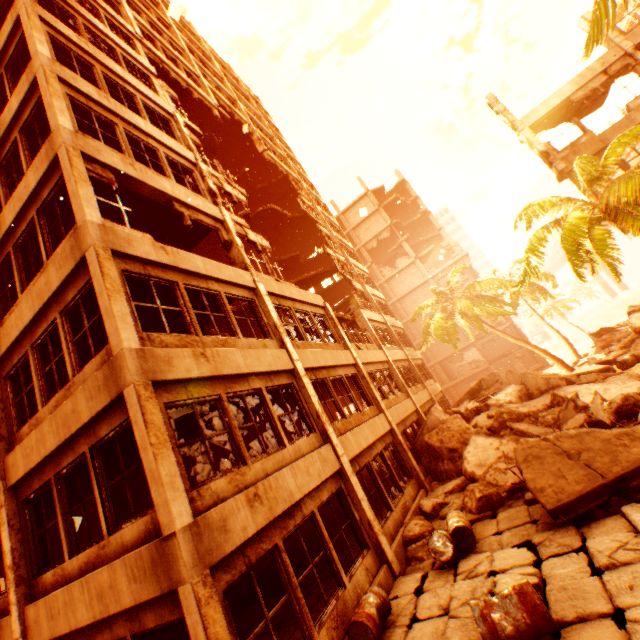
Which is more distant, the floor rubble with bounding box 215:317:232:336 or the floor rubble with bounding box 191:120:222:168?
the floor rubble with bounding box 191:120:222:168

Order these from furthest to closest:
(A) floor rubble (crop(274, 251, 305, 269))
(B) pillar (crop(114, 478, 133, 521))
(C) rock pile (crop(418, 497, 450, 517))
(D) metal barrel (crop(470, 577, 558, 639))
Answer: (A) floor rubble (crop(274, 251, 305, 269)), (B) pillar (crop(114, 478, 133, 521)), (C) rock pile (crop(418, 497, 450, 517)), (D) metal barrel (crop(470, 577, 558, 639))

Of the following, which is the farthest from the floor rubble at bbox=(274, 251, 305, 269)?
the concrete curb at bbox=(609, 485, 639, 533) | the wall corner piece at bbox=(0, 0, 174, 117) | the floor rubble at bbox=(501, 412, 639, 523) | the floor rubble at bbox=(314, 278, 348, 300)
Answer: the concrete curb at bbox=(609, 485, 639, 533)

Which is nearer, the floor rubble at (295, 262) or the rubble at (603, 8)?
the rubble at (603, 8)

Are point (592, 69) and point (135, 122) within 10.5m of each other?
no

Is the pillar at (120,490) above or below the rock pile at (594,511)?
above

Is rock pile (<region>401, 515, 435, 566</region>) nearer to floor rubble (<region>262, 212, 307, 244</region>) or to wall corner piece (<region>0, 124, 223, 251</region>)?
wall corner piece (<region>0, 124, 223, 251</region>)

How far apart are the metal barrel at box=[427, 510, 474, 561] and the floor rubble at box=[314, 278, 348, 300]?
22.6 meters
